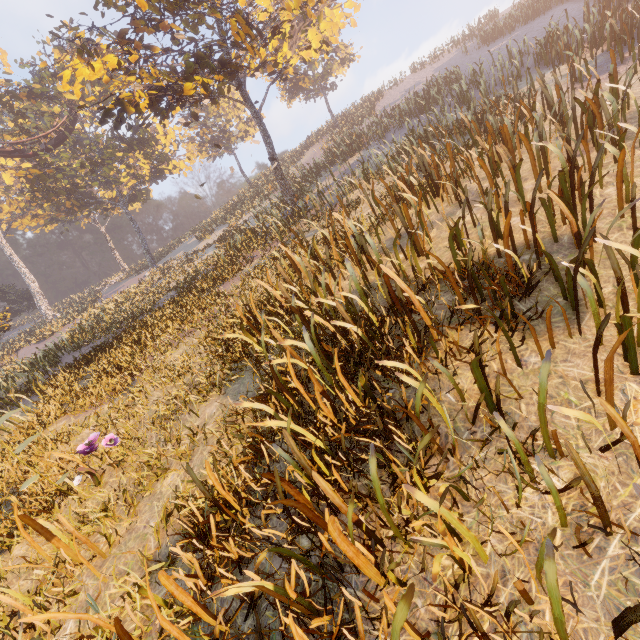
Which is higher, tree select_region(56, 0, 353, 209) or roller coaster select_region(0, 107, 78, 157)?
roller coaster select_region(0, 107, 78, 157)

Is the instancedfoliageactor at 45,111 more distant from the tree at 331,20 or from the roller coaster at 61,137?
the tree at 331,20

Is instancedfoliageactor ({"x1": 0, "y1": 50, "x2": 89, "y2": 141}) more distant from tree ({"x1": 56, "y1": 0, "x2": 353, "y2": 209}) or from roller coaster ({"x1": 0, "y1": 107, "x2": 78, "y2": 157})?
tree ({"x1": 56, "y1": 0, "x2": 353, "y2": 209})

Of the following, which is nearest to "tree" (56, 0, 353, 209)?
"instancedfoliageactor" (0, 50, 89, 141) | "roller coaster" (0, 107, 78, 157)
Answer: "roller coaster" (0, 107, 78, 157)

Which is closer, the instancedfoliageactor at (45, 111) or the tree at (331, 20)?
the tree at (331, 20)

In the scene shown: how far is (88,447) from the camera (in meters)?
5.58
